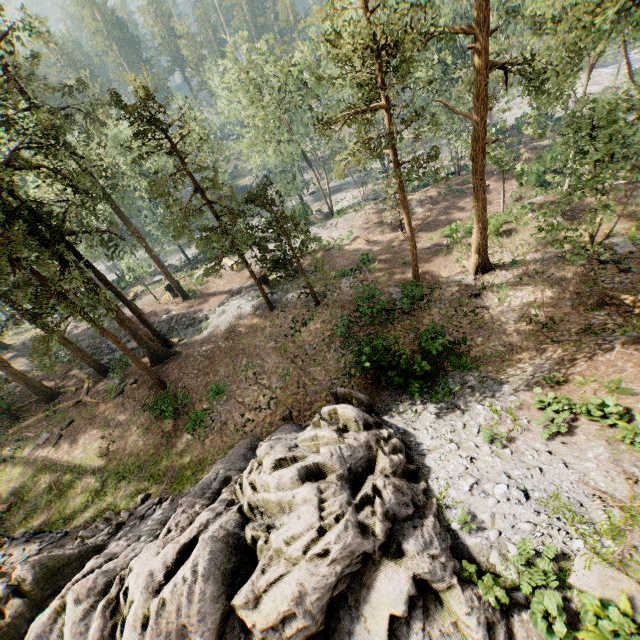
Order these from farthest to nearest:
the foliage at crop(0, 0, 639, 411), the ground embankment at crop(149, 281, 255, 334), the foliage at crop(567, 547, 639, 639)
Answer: the ground embankment at crop(149, 281, 255, 334), the foliage at crop(0, 0, 639, 411), the foliage at crop(567, 547, 639, 639)

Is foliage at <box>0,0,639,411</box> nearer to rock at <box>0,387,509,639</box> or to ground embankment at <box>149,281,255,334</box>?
ground embankment at <box>149,281,255,334</box>

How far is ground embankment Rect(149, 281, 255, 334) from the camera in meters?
29.9 m

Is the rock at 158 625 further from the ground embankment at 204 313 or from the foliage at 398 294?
the ground embankment at 204 313

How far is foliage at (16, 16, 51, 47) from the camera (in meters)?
22.72

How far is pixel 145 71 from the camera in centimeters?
1566cm
